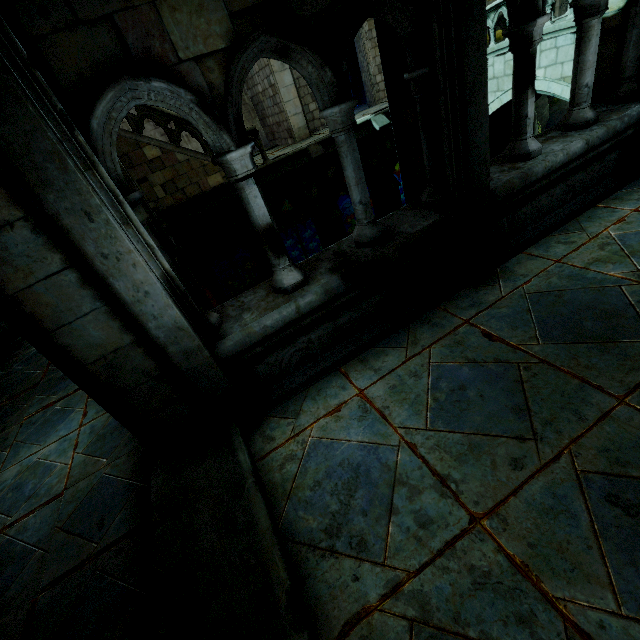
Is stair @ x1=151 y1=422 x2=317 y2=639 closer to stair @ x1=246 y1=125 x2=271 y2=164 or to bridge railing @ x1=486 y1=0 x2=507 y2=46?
stair @ x1=246 y1=125 x2=271 y2=164

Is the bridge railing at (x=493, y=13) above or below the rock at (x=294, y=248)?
above

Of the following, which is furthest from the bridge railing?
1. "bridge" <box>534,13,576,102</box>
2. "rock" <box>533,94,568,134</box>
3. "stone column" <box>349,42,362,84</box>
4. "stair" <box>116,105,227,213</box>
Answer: "stair" <box>116,105,227,213</box>

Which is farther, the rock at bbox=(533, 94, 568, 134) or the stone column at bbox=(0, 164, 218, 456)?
the rock at bbox=(533, 94, 568, 134)

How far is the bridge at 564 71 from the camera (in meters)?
9.68

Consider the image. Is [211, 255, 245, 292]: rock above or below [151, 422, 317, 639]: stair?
below

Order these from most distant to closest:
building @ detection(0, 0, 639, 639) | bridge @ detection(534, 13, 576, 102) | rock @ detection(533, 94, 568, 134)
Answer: rock @ detection(533, 94, 568, 134) < bridge @ detection(534, 13, 576, 102) < building @ detection(0, 0, 639, 639)

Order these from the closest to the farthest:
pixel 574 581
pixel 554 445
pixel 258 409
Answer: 1. pixel 574 581
2. pixel 554 445
3. pixel 258 409
